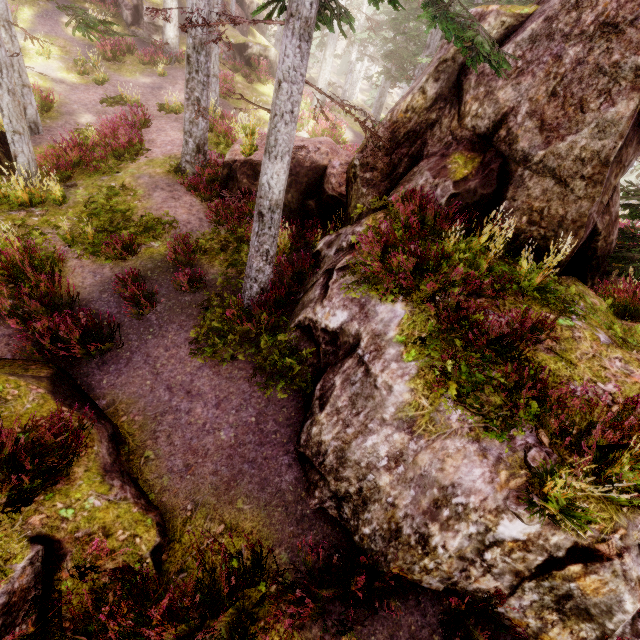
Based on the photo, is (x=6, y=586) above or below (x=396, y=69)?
below

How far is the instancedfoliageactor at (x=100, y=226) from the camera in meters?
8.2 m

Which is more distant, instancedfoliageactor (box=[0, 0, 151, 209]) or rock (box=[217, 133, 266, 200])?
rock (box=[217, 133, 266, 200])

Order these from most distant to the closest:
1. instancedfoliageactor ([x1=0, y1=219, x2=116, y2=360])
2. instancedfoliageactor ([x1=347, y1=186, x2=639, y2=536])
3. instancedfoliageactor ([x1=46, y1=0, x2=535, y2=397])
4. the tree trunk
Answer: the tree trunk < instancedfoliageactor ([x1=0, y1=219, x2=116, y2=360]) < instancedfoliageactor ([x1=46, y1=0, x2=535, y2=397]) < instancedfoliageactor ([x1=347, y1=186, x2=639, y2=536])

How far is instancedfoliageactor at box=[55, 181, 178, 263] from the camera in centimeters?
823cm

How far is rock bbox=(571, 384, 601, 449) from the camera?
3.99m

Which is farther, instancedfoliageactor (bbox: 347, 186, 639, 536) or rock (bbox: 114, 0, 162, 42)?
rock (bbox: 114, 0, 162, 42)

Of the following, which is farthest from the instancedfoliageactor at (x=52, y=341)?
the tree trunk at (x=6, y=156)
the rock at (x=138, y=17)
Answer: the tree trunk at (x=6, y=156)
